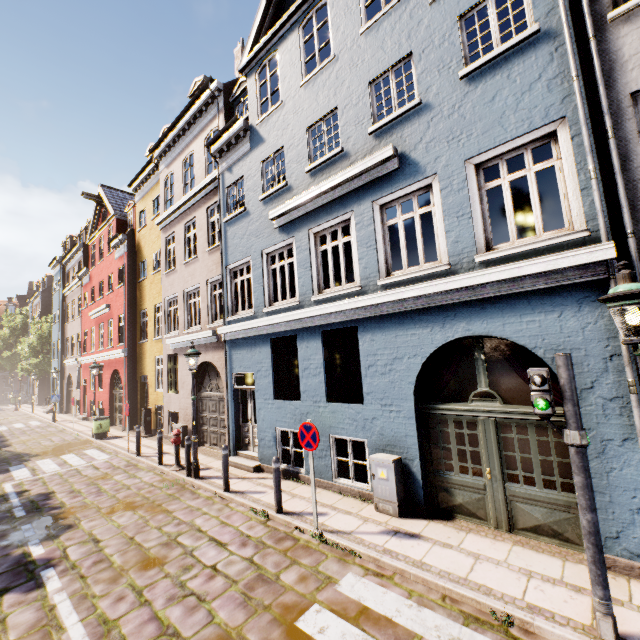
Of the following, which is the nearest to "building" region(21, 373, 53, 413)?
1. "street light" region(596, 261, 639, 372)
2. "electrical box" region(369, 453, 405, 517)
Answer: "electrical box" region(369, 453, 405, 517)

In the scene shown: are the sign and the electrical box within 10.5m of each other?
yes

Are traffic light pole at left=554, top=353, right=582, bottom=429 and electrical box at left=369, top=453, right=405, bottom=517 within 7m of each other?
yes

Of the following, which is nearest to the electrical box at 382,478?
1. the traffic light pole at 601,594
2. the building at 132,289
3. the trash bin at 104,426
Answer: A: the building at 132,289

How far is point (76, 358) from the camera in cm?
2488

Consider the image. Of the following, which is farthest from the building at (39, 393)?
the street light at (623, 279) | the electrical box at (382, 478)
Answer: the street light at (623, 279)

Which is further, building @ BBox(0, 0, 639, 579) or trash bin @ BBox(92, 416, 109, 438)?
trash bin @ BBox(92, 416, 109, 438)

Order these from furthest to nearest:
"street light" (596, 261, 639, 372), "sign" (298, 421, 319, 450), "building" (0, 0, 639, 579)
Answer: "sign" (298, 421, 319, 450) → "building" (0, 0, 639, 579) → "street light" (596, 261, 639, 372)
